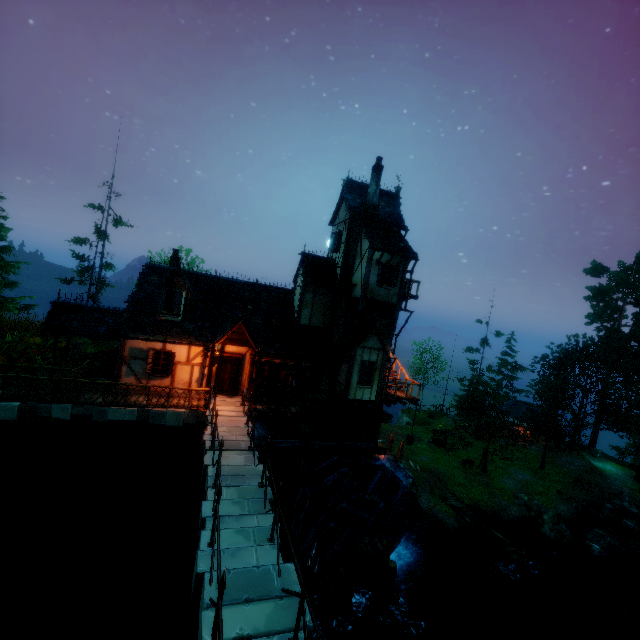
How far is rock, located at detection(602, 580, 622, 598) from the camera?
21.66m

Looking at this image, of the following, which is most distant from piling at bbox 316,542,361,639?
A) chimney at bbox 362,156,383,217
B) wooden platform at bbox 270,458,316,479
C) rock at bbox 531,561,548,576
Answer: chimney at bbox 362,156,383,217

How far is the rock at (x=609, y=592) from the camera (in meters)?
21.66

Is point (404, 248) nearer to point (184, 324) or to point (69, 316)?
point (184, 324)

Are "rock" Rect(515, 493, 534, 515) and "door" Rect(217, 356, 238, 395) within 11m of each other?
no

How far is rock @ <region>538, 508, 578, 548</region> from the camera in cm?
2369

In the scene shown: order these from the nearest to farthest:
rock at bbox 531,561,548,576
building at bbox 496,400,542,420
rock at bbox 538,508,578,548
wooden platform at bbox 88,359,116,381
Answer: wooden platform at bbox 88,359,116,381 → rock at bbox 531,561,548,576 → rock at bbox 538,508,578,548 → building at bbox 496,400,542,420

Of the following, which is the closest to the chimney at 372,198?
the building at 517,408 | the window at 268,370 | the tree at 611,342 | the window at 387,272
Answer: the window at 387,272
